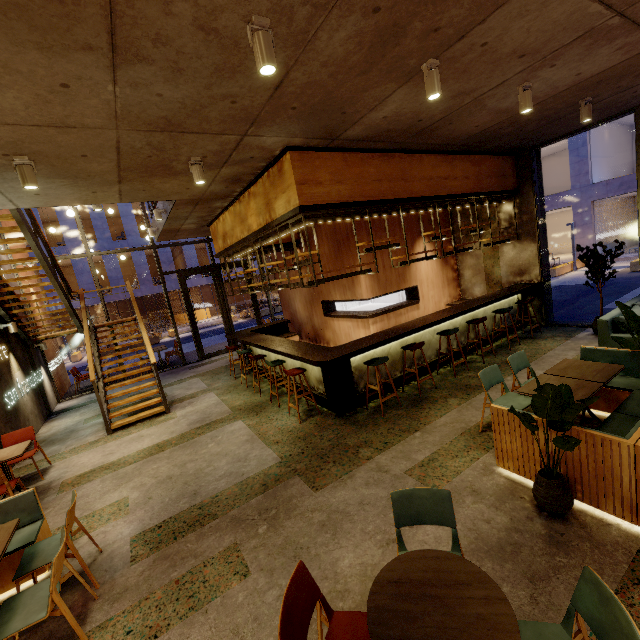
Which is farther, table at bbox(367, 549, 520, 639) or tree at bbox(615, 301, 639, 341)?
tree at bbox(615, 301, 639, 341)

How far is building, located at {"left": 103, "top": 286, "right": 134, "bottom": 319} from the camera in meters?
25.5 m

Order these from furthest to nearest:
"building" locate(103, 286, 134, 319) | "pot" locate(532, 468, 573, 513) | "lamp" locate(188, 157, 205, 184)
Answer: "building" locate(103, 286, 134, 319)
"lamp" locate(188, 157, 205, 184)
"pot" locate(532, 468, 573, 513)

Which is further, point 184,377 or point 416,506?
point 184,377

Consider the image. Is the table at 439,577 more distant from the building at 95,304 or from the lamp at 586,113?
the building at 95,304

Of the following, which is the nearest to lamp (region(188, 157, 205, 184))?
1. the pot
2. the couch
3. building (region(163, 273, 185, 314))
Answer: the pot

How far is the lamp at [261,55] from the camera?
2.44m

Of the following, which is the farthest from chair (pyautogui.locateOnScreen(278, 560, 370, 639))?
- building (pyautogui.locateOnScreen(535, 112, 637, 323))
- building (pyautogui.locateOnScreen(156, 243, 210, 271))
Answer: building (pyautogui.locateOnScreen(156, 243, 210, 271))
